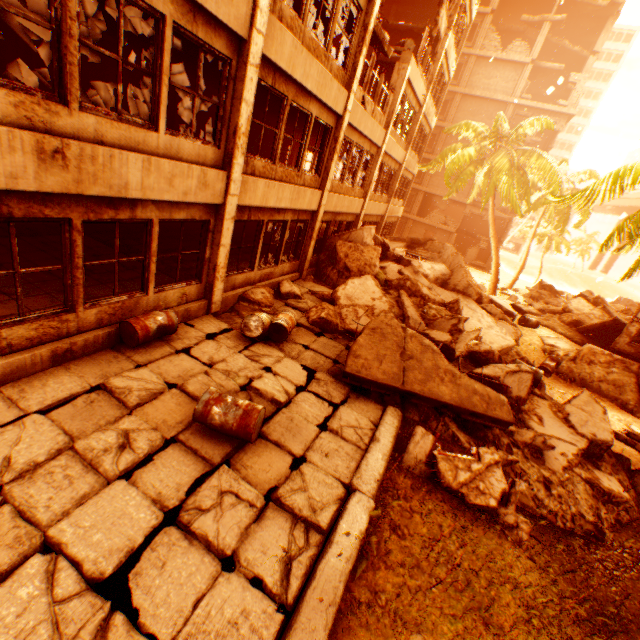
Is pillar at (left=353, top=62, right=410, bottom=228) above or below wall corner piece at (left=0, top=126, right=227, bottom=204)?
above

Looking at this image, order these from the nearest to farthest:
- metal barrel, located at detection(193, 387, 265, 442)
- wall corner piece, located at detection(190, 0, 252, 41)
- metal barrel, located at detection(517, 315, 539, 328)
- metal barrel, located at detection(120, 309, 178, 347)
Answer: metal barrel, located at detection(193, 387, 265, 442), wall corner piece, located at detection(190, 0, 252, 41), metal barrel, located at detection(120, 309, 178, 347), metal barrel, located at detection(517, 315, 539, 328)

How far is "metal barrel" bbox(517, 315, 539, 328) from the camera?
15.9m

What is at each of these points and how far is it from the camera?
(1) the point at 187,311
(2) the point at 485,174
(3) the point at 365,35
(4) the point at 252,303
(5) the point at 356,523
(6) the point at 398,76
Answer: (1) wall corner piece, 7.61m
(2) rubble, 20.16m
(3) pillar, 9.48m
(4) rock pile, 9.41m
(5) concrete curb, 4.19m
(6) pillar, 13.68m

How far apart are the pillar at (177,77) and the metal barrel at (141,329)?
10.2 meters

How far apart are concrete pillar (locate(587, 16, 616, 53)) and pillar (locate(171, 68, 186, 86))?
39.4 meters

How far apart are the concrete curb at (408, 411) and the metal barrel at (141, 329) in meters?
4.4

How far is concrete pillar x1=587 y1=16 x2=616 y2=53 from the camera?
29.59m
